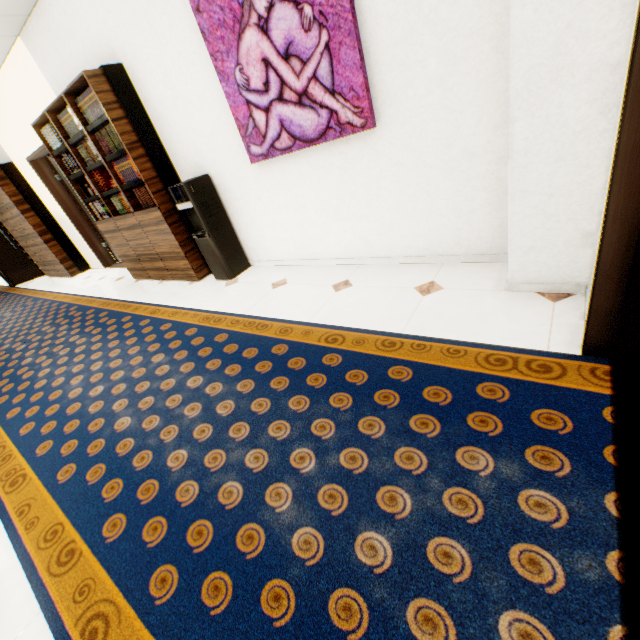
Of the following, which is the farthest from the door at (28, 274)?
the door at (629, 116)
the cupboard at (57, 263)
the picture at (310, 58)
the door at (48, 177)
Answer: the door at (629, 116)

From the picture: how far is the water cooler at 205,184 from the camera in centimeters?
329cm

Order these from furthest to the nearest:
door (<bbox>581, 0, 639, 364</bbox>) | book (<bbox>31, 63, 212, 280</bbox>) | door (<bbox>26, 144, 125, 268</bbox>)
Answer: door (<bbox>26, 144, 125, 268</bbox>) → book (<bbox>31, 63, 212, 280</bbox>) → door (<bbox>581, 0, 639, 364</bbox>)

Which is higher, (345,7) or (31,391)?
(345,7)

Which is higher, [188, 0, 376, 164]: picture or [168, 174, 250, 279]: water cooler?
[188, 0, 376, 164]: picture

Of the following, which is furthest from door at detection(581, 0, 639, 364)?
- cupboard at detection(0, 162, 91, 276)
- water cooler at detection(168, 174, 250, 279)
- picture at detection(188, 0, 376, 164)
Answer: cupboard at detection(0, 162, 91, 276)

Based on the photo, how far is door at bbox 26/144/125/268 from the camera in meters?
5.6 m

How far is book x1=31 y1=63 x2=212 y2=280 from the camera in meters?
3.2 m
